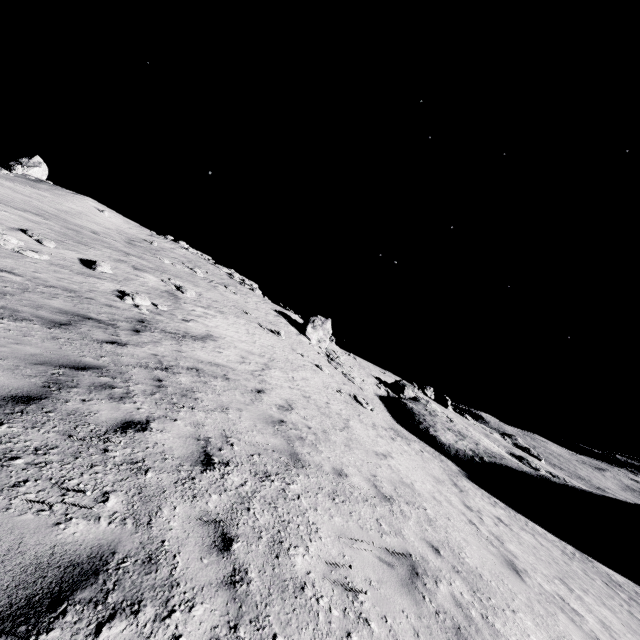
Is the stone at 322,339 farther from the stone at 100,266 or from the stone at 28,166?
the stone at 28,166

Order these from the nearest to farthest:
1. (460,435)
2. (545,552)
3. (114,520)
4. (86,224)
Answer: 1. (114,520)
2. (545,552)
3. (86,224)
4. (460,435)

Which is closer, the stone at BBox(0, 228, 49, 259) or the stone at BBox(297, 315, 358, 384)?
the stone at BBox(0, 228, 49, 259)

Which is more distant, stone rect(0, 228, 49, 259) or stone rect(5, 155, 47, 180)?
stone rect(5, 155, 47, 180)

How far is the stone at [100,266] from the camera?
13.7 meters

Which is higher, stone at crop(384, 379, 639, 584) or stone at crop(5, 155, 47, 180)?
stone at crop(5, 155, 47, 180)

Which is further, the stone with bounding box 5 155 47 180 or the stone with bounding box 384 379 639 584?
the stone with bounding box 5 155 47 180

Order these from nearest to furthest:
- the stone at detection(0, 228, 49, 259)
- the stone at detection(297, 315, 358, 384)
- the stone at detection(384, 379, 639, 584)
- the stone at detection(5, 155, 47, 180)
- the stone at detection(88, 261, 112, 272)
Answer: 1. the stone at detection(0, 228, 49, 259)
2. the stone at detection(88, 261, 112, 272)
3. the stone at detection(384, 379, 639, 584)
4. the stone at detection(297, 315, 358, 384)
5. the stone at detection(5, 155, 47, 180)
